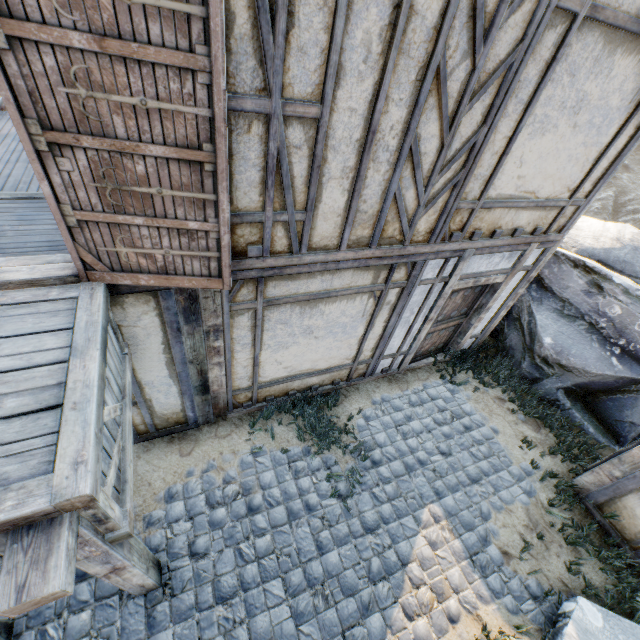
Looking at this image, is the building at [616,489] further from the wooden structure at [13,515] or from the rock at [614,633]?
the wooden structure at [13,515]

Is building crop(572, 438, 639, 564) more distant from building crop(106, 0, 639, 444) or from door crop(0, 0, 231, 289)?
door crop(0, 0, 231, 289)

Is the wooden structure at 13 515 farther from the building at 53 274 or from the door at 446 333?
the door at 446 333

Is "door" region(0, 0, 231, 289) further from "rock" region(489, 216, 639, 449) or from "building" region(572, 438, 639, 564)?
"rock" region(489, 216, 639, 449)

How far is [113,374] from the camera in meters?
2.7 m

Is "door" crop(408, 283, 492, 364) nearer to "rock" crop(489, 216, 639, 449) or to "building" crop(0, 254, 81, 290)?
"building" crop(0, 254, 81, 290)

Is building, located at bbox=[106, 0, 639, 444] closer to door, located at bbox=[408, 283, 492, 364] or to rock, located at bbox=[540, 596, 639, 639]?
door, located at bbox=[408, 283, 492, 364]

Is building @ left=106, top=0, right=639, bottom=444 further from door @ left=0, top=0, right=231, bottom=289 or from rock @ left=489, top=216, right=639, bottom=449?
rock @ left=489, top=216, right=639, bottom=449
